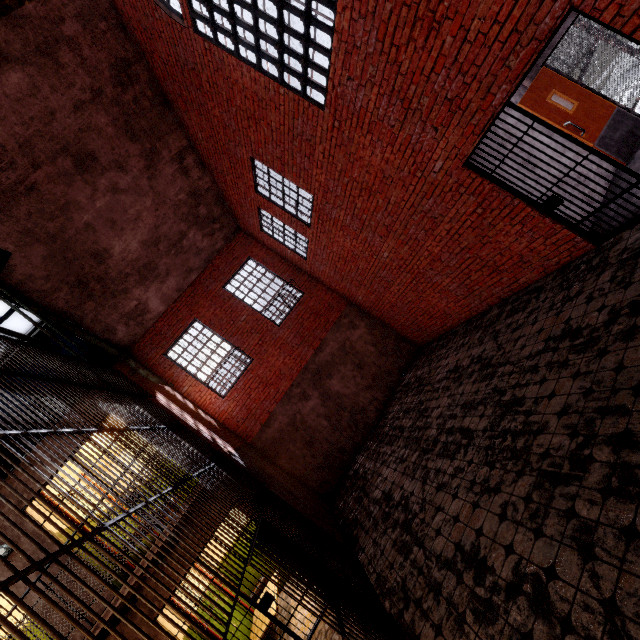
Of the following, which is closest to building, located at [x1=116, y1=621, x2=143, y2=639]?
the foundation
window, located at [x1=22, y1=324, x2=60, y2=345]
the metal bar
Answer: the foundation

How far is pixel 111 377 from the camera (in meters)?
5.95

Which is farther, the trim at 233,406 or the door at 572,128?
the trim at 233,406

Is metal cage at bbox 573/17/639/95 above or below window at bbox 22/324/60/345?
below

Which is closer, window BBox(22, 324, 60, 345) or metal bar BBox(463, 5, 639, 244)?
metal bar BBox(463, 5, 639, 244)

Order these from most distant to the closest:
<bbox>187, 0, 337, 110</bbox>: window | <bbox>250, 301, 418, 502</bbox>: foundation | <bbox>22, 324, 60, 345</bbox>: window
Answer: <bbox>250, 301, 418, 502</bbox>: foundation, <bbox>22, 324, 60, 345</bbox>: window, <bbox>187, 0, 337, 110</bbox>: window

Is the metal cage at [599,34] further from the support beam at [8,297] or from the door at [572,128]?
the support beam at [8,297]

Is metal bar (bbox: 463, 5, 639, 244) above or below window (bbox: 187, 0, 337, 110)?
below
